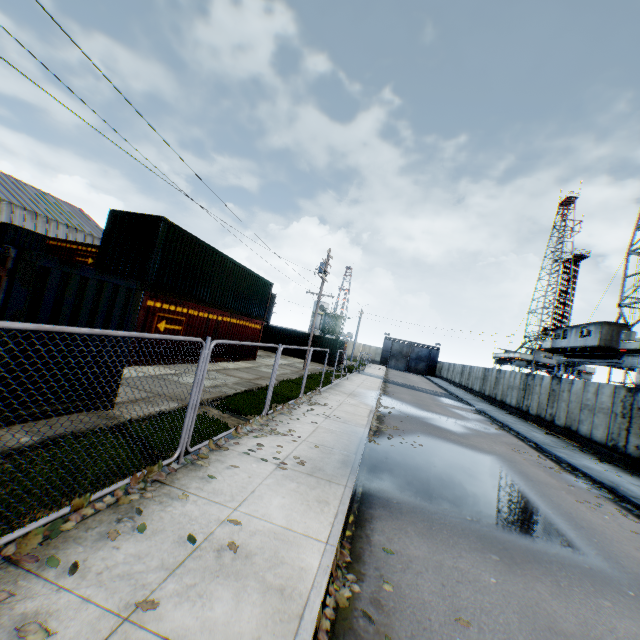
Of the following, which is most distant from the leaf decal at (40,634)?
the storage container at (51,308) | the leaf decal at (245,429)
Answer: the storage container at (51,308)

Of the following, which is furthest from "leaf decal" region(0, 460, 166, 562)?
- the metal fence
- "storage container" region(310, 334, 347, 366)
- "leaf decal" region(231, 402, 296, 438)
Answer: "storage container" region(310, 334, 347, 366)

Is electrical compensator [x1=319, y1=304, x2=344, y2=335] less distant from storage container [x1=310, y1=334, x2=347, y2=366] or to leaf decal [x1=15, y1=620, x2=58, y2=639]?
storage container [x1=310, y1=334, x2=347, y2=366]

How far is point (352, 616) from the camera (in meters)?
3.38

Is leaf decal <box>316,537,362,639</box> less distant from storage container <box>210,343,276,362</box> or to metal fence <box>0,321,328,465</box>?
metal fence <box>0,321,328,465</box>

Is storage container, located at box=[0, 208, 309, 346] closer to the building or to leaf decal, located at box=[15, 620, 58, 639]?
leaf decal, located at box=[15, 620, 58, 639]

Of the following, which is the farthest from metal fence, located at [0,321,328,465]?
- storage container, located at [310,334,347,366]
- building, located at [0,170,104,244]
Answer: building, located at [0,170,104,244]

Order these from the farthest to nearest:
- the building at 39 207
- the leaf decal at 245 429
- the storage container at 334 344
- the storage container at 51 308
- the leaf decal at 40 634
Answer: the building at 39 207, the storage container at 334 344, the leaf decal at 245 429, the storage container at 51 308, the leaf decal at 40 634
